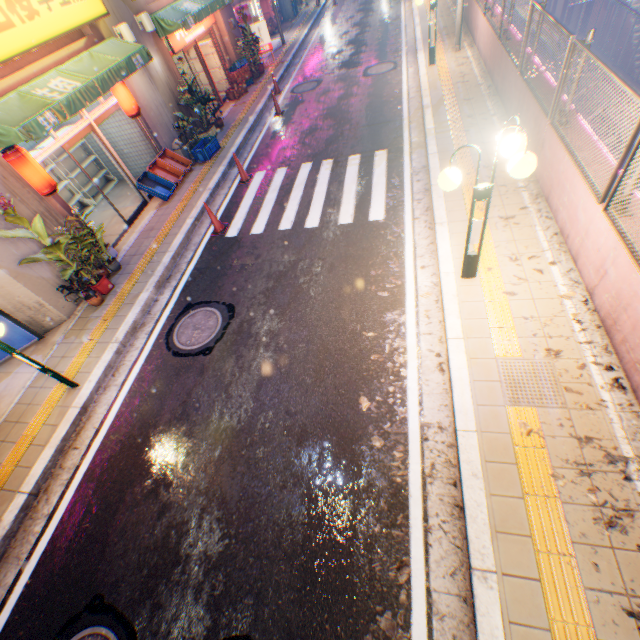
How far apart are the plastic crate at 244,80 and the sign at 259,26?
2.33m

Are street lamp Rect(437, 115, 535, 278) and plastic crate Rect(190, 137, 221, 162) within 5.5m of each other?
no

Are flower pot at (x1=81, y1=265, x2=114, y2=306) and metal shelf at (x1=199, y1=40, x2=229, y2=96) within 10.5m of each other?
no

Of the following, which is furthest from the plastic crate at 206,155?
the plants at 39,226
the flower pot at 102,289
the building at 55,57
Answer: the flower pot at 102,289

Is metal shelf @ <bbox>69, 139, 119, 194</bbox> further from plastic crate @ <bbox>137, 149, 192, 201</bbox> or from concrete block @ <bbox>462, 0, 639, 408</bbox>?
concrete block @ <bbox>462, 0, 639, 408</bbox>

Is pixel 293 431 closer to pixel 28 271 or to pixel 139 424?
pixel 139 424

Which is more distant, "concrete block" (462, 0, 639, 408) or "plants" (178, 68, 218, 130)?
"plants" (178, 68, 218, 130)

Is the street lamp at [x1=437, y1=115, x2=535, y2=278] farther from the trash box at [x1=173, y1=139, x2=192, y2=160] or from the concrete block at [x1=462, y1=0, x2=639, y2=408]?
the trash box at [x1=173, y1=139, x2=192, y2=160]
